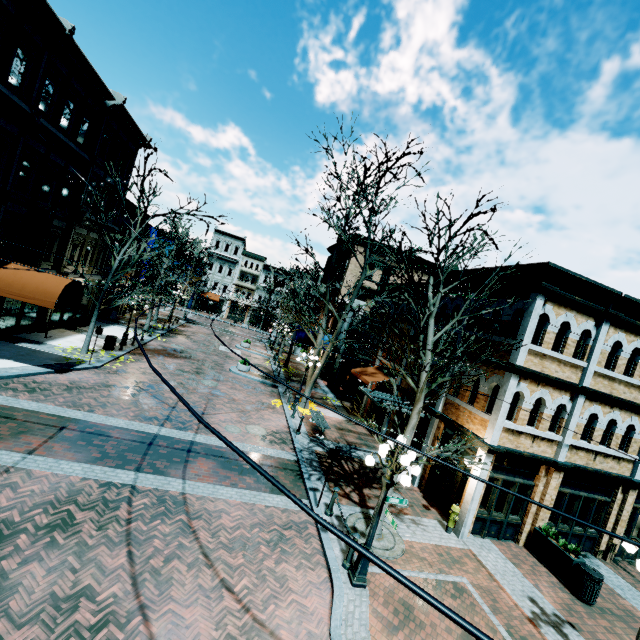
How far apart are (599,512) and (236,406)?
16.4 meters

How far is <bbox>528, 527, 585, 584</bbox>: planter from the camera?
10.1m

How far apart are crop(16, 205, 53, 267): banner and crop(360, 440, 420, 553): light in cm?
1737

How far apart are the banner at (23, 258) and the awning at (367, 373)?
17.4 meters

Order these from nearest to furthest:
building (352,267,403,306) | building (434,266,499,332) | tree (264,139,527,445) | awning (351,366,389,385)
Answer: tree (264,139,527,445) → building (434,266,499,332) → awning (351,366,389,385) → building (352,267,403,306)

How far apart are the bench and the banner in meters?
15.0

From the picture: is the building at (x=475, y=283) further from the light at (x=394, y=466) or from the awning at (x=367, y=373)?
the light at (x=394, y=466)

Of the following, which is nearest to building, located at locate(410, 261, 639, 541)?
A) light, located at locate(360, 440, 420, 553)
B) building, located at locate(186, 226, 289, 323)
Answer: light, located at locate(360, 440, 420, 553)
